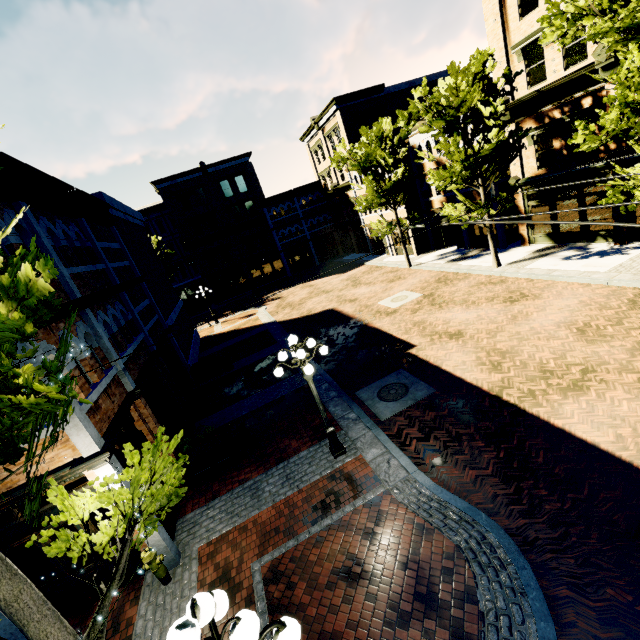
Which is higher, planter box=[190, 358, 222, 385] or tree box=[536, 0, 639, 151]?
tree box=[536, 0, 639, 151]

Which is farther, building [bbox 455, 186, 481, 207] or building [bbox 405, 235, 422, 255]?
building [bbox 405, 235, 422, 255]

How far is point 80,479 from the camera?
6.60m

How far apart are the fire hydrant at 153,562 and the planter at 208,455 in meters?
3.1 m

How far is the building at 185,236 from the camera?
31.56m

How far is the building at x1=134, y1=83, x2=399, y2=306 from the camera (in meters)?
31.56

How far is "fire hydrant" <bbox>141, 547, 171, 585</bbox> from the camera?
6.7m

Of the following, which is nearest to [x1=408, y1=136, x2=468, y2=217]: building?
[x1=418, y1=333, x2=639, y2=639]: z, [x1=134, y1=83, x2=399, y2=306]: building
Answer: [x1=418, y1=333, x2=639, y2=639]: z
